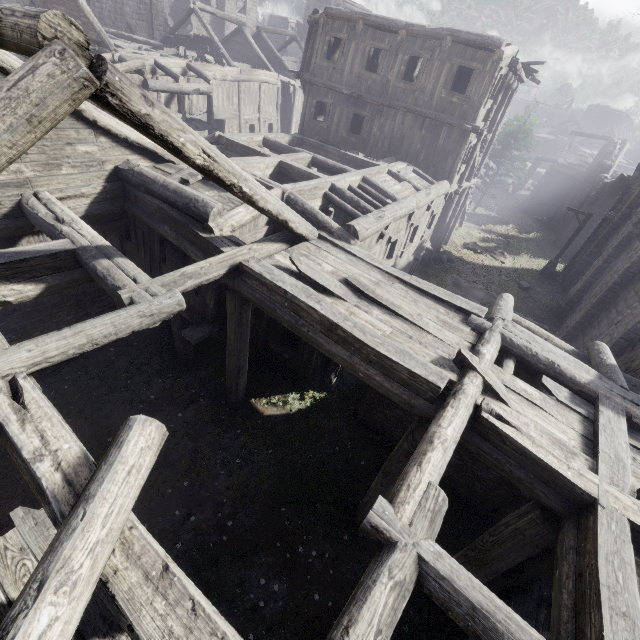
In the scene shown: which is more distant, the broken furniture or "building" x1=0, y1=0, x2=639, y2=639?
the broken furniture

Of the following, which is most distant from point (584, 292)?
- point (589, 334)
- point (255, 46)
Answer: point (255, 46)

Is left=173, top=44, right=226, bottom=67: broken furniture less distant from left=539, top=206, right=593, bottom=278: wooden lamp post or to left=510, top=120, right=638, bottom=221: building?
left=510, top=120, right=638, bottom=221: building

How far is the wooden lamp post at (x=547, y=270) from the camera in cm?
2139

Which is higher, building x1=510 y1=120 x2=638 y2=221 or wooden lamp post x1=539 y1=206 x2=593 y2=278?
building x1=510 y1=120 x2=638 y2=221

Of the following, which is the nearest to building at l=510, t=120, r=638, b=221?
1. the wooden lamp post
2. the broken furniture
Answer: the broken furniture

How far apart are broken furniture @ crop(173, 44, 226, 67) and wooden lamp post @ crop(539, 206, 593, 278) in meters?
28.3 m

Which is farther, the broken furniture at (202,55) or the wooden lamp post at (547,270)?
the broken furniture at (202,55)
